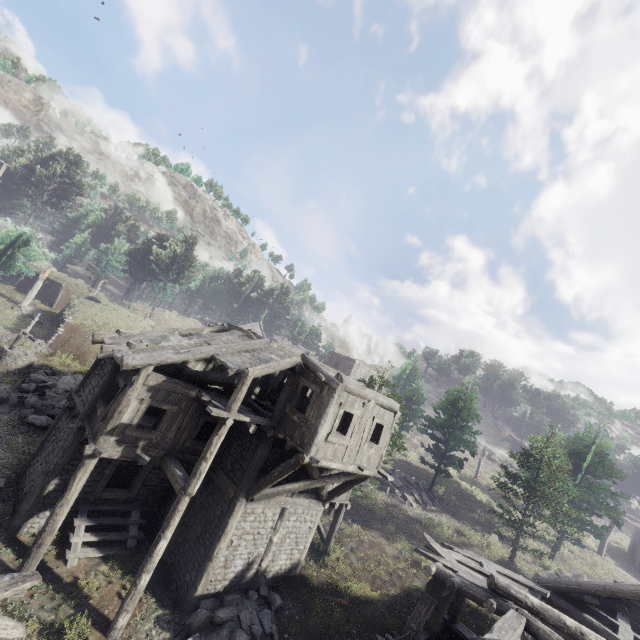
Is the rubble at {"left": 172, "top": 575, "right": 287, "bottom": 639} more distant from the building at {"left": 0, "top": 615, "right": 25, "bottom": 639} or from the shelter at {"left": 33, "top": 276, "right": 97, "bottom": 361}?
the shelter at {"left": 33, "top": 276, "right": 97, "bottom": 361}

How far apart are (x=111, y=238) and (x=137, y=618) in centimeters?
5992cm

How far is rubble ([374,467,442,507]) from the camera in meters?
26.3 m

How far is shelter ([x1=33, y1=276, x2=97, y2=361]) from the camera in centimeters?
2472cm

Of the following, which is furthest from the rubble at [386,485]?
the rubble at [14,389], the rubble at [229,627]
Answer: the rubble at [14,389]

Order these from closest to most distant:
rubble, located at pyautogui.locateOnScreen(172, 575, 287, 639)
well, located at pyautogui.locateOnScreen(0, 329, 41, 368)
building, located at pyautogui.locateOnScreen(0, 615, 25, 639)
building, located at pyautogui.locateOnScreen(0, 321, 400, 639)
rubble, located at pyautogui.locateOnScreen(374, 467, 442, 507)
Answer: building, located at pyautogui.locateOnScreen(0, 615, 25, 639)
rubble, located at pyautogui.locateOnScreen(172, 575, 287, 639)
building, located at pyautogui.locateOnScreen(0, 321, 400, 639)
well, located at pyautogui.locateOnScreen(0, 329, 41, 368)
rubble, located at pyautogui.locateOnScreen(374, 467, 442, 507)

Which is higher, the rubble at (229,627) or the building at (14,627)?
the building at (14,627)

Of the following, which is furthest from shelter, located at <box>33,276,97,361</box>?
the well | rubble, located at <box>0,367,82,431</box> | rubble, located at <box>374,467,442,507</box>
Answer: rubble, located at <box>374,467,442,507</box>
